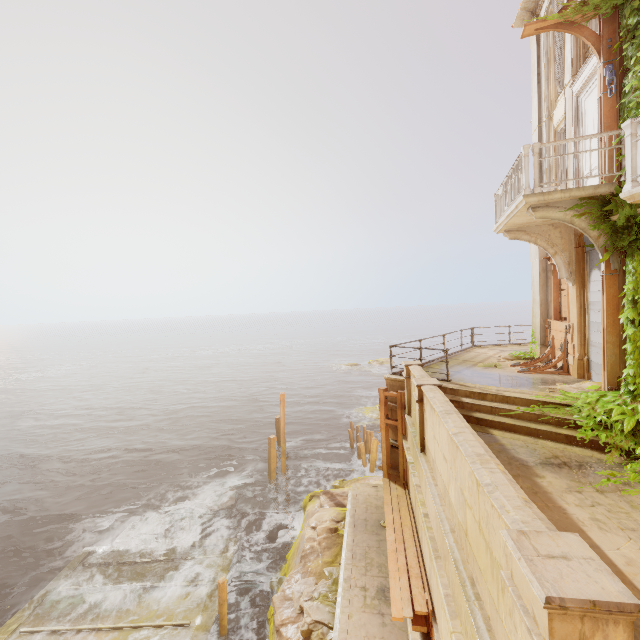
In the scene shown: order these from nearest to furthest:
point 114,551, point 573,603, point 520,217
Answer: point 573,603
point 520,217
point 114,551

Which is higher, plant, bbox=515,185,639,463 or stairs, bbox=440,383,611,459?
plant, bbox=515,185,639,463

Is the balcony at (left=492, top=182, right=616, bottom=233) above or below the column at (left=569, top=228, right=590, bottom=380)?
above

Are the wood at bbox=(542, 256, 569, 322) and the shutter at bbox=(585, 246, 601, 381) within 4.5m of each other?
yes

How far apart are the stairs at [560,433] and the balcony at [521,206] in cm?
450

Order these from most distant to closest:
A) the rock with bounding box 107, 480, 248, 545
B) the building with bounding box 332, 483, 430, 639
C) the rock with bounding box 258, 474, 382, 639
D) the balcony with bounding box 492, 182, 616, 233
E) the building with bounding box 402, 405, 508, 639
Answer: the rock with bounding box 107, 480, 248, 545
the rock with bounding box 258, 474, 382, 639
the building with bounding box 332, 483, 430, 639
the balcony with bounding box 492, 182, 616, 233
the building with bounding box 402, 405, 508, 639

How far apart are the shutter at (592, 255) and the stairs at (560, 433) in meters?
1.8 m

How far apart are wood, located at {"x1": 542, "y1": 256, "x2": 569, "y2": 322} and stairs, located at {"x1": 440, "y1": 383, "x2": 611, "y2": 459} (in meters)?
3.71
